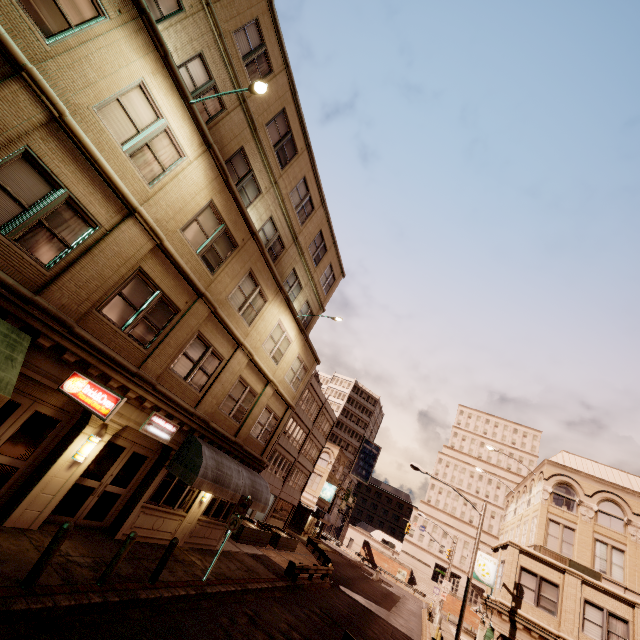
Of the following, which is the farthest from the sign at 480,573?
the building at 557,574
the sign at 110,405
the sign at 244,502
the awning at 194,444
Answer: the sign at 110,405

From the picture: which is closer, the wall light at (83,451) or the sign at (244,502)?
the wall light at (83,451)

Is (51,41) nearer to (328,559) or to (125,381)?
(125,381)

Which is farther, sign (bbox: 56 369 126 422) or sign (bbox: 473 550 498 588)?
sign (bbox: 473 550 498 588)

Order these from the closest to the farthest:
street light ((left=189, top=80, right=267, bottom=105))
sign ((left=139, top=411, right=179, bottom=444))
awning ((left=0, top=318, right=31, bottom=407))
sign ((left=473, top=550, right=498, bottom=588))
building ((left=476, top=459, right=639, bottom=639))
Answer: awning ((left=0, top=318, right=31, bottom=407))
street light ((left=189, top=80, right=267, bottom=105))
sign ((left=139, top=411, right=179, bottom=444))
building ((left=476, top=459, right=639, bottom=639))
sign ((left=473, top=550, right=498, bottom=588))

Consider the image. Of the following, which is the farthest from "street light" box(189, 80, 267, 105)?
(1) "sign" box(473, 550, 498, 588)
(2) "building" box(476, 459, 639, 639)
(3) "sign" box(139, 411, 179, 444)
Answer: (1) "sign" box(473, 550, 498, 588)

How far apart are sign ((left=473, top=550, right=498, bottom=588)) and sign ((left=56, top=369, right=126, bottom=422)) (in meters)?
28.03

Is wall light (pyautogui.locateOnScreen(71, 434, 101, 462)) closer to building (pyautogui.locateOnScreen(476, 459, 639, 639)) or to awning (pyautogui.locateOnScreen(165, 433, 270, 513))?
awning (pyautogui.locateOnScreen(165, 433, 270, 513))
